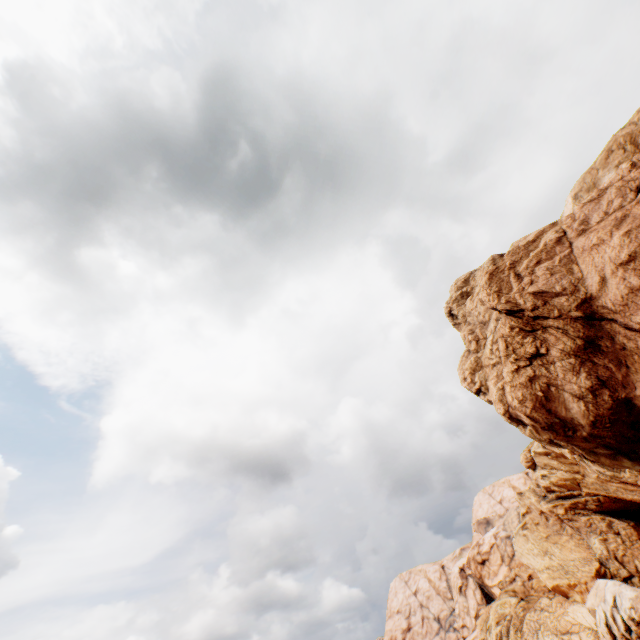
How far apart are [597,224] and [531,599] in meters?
75.0
